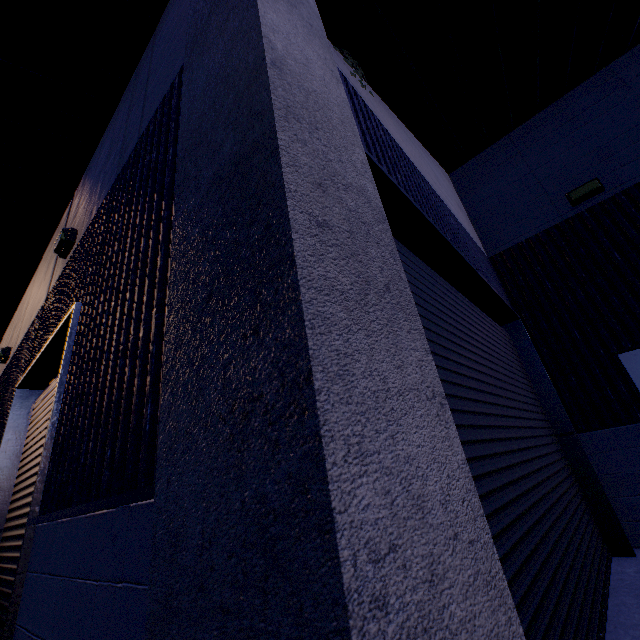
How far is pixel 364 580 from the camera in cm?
53

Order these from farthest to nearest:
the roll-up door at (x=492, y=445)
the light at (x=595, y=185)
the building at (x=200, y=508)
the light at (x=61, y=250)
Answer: the light at (x=595, y=185)
the light at (x=61, y=250)
the roll-up door at (x=492, y=445)
the building at (x=200, y=508)

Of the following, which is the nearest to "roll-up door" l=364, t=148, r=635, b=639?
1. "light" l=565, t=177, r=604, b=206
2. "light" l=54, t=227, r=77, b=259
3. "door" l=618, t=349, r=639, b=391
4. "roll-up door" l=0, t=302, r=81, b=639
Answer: "door" l=618, t=349, r=639, b=391

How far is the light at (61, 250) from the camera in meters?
4.7

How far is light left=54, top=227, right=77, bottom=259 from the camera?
4.7m

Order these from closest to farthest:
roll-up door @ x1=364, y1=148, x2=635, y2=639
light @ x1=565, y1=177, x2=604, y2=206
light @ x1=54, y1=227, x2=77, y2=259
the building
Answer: the building, roll-up door @ x1=364, y1=148, x2=635, y2=639, light @ x1=54, y1=227, x2=77, y2=259, light @ x1=565, y1=177, x2=604, y2=206

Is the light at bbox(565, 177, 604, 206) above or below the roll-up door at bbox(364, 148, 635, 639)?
above

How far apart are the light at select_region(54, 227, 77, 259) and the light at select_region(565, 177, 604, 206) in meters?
8.2
